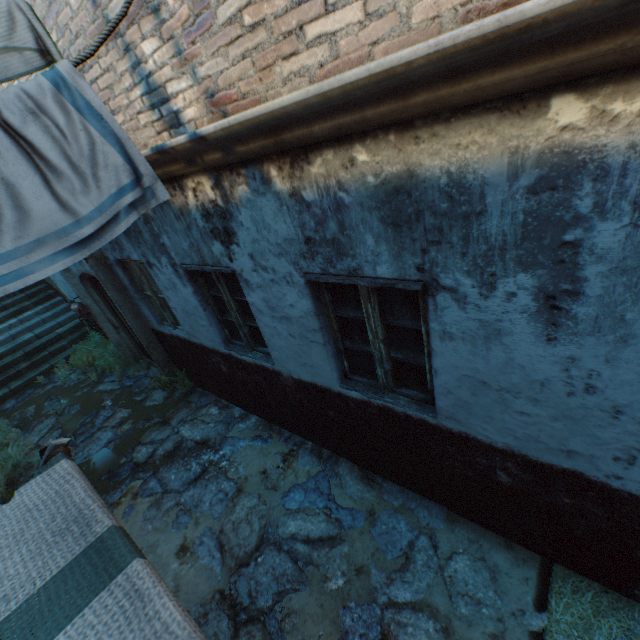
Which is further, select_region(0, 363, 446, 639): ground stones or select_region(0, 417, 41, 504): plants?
select_region(0, 417, 41, 504): plants

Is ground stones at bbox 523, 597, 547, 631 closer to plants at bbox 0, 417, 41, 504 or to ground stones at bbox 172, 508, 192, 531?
ground stones at bbox 172, 508, 192, 531

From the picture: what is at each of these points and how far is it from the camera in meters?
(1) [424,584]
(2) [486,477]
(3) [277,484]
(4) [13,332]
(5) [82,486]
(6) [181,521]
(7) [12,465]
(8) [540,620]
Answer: (1) ground stones, 3.0
(2) building, 2.8
(3) ground stones, 4.2
(4) stairs, 9.2
(5) awning, 1.3
(6) ground stones, 4.1
(7) plants, 5.6
(8) ground stones, 2.6

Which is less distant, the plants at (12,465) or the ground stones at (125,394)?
the ground stones at (125,394)

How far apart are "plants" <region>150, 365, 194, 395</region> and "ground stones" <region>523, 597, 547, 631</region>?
5.8m

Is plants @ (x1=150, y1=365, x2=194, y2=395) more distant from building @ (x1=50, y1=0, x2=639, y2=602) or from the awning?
the awning

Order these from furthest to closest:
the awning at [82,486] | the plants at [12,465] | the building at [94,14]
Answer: the plants at [12,465]
the building at [94,14]
the awning at [82,486]

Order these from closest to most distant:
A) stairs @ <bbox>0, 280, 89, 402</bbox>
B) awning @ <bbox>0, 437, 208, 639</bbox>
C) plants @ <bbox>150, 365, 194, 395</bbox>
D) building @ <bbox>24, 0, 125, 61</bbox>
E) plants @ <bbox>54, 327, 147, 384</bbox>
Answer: awning @ <bbox>0, 437, 208, 639</bbox> < building @ <bbox>24, 0, 125, 61</bbox> < plants @ <bbox>150, 365, 194, 395</bbox> < plants @ <bbox>54, 327, 147, 384</bbox> < stairs @ <bbox>0, 280, 89, 402</bbox>
